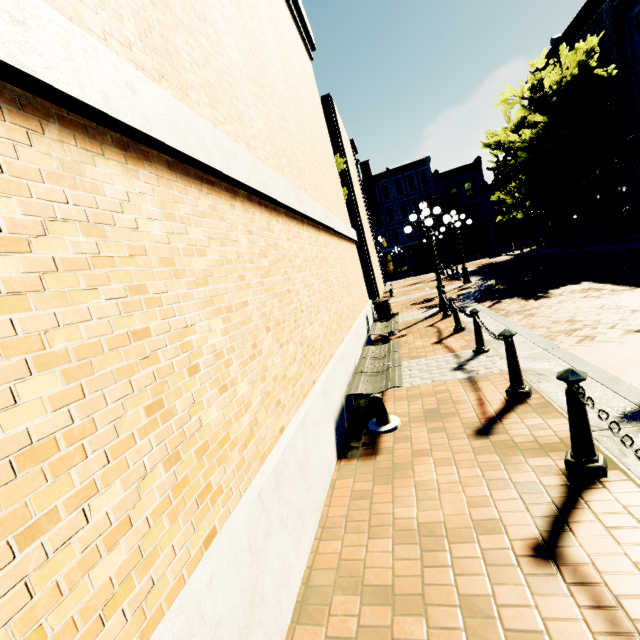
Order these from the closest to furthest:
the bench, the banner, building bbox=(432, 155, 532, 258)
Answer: the bench < the banner < building bbox=(432, 155, 532, 258)

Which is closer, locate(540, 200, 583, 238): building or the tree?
the tree

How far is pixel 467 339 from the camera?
7.1m

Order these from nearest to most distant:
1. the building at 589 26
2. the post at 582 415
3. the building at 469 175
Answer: the post at 582 415, the building at 589 26, the building at 469 175

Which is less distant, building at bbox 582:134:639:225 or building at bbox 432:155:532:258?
building at bbox 582:134:639:225

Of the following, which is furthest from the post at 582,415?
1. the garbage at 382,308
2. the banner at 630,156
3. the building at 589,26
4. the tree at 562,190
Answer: the banner at 630,156

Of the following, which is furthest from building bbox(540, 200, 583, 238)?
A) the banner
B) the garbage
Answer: the garbage

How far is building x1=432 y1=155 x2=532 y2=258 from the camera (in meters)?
38.88
